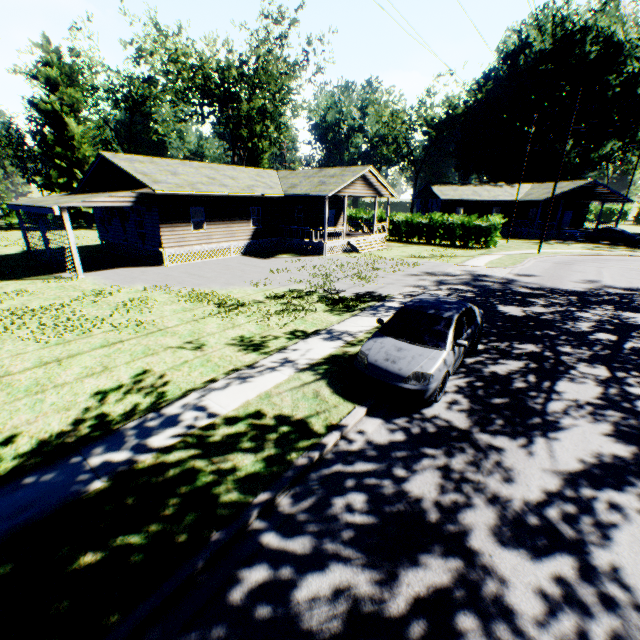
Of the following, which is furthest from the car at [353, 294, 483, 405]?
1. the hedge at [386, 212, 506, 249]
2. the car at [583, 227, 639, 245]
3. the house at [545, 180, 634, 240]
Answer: the car at [583, 227, 639, 245]

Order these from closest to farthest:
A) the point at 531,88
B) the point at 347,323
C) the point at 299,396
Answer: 1. the point at 299,396
2. the point at 347,323
3. the point at 531,88

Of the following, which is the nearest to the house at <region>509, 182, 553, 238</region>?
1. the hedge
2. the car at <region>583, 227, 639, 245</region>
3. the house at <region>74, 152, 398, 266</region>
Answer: the car at <region>583, 227, 639, 245</region>

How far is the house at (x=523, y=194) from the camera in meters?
38.8

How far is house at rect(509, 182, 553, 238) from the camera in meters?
38.8 m

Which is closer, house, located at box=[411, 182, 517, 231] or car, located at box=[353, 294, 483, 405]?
car, located at box=[353, 294, 483, 405]

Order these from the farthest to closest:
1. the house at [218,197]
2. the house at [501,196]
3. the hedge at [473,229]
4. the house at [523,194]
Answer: the house at [501,196], the house at [523,194], the hedge at [473,229], the house at [218,197]

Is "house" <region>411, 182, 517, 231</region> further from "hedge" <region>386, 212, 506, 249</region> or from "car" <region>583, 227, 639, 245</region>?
"hedge" <region>386, 212, 506, 249</region>
